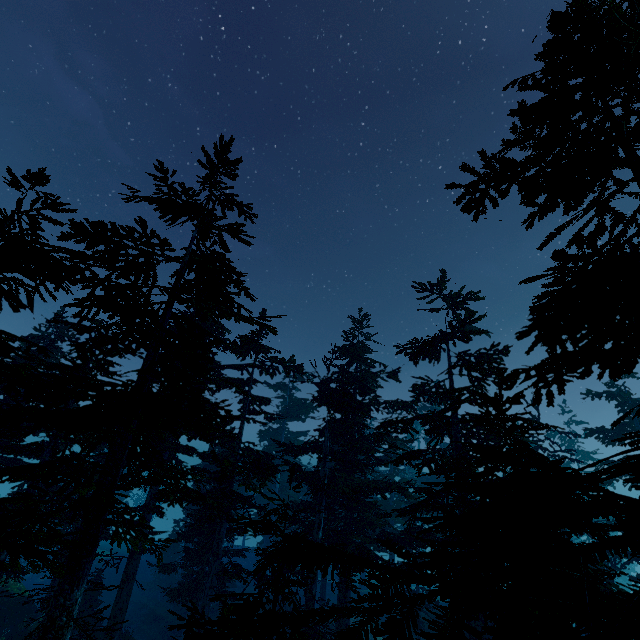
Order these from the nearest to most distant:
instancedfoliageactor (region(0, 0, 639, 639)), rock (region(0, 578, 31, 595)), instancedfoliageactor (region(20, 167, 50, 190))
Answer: instancedfoliageactor (region(0, 0, 639, 639)), instancedfoliageactor (region(20, 167, 50, 190)), rock (region(0, 578, 31, 595))

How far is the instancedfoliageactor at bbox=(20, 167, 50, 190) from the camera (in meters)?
7.10

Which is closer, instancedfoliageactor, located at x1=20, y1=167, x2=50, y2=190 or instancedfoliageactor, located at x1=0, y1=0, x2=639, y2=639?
instancedfoliageactor, located at x1=0, y1=0, x2=639, y2=639

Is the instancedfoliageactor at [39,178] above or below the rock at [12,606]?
above

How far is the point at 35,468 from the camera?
8.9m

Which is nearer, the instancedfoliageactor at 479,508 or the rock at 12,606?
the instancedfoliageactor at 479,508

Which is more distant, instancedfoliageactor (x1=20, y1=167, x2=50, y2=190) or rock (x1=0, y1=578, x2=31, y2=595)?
rock (x1=0, y1=578, x2=31, y2=595)
